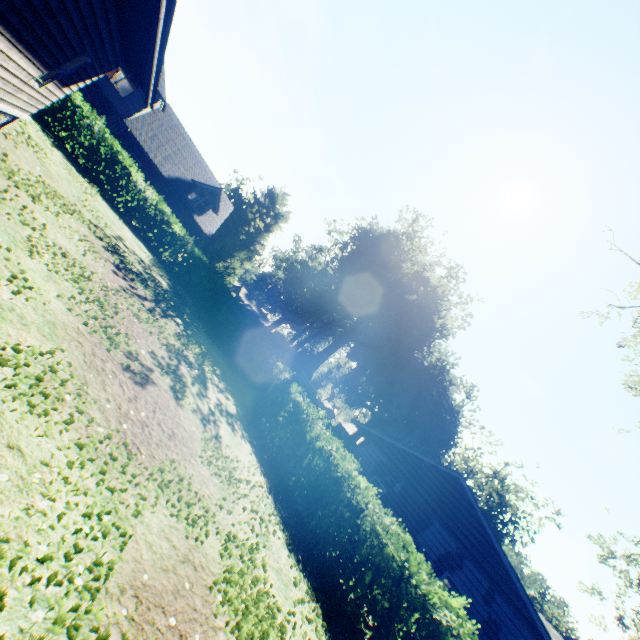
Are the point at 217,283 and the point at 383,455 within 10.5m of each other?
no

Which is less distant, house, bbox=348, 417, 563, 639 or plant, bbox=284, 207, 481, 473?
house, bbox=348, 417, 563, 639

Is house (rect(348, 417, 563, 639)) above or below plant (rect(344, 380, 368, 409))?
below

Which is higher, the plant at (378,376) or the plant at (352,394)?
the plant at (378,376)

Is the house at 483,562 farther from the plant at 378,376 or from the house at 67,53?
the house at 67,53

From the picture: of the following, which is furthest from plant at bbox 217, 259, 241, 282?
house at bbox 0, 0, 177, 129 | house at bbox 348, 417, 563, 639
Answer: house at bbox 0, 0, 177, 129

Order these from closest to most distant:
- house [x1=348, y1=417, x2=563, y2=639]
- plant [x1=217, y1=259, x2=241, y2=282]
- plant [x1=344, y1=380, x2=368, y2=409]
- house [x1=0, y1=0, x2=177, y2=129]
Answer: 1. house [x1=0, y1=0, x2=177, y2=129]
2. house [x1=348, y1=417, x2=563, y2=639]
3. plant [x1=217, y1=259, x2=241, y2=282]
4. plant [x1=344, y1=380, x2=368, y2=409]
